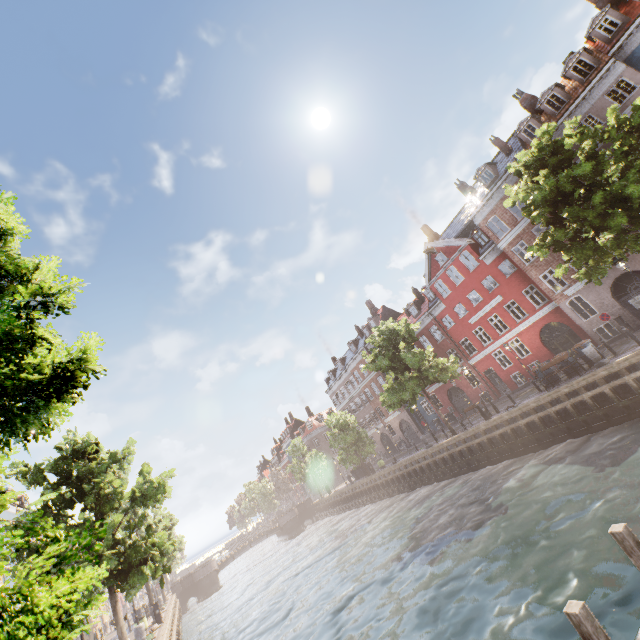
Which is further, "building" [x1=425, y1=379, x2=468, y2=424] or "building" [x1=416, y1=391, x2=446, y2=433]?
"building" [x1=416, y1=391, x2=446, y2=433]

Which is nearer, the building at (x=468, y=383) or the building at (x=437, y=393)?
the building at (x=468, y=383)

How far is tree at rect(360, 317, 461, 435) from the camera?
23.6 meters

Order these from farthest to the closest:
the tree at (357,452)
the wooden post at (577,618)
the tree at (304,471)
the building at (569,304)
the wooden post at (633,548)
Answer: the tree at (304,471)
the tree at (357,452)
the building at (569,304)
the wooden post at (633,548)
the wooden post at (577,618)

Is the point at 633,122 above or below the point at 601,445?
above

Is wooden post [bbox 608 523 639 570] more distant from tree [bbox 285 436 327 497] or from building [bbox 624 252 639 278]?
building [bbox 624 252 639 278]

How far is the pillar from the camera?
15.9 meters

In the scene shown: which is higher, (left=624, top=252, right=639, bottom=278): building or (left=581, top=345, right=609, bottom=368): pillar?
(left=624, top=252, right=639, bottom=278): building
